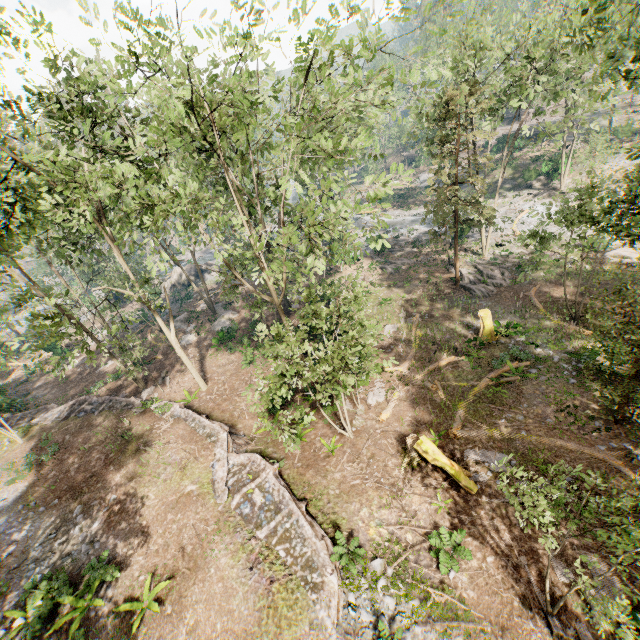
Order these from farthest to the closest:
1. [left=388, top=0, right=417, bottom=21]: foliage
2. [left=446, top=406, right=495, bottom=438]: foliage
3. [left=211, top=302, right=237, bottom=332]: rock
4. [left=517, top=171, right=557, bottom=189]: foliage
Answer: [left=517, top=171, right=557, bottom=189]: foliage → [left=211, top=302, right=237, bottom=332]: rock → [left=446, top=406, right=495, bottom=438]: foliage → [left=388, top=0, right=417, bottom=21]: foliage

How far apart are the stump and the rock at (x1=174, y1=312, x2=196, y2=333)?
27.8m

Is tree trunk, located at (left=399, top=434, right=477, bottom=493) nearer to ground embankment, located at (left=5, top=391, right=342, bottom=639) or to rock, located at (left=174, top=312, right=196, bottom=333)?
ground embankment, located at (left=5, top=391, right=342, bottom=639)

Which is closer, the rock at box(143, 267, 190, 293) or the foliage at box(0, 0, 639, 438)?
the foliage at box(0, 0, 639, 438)

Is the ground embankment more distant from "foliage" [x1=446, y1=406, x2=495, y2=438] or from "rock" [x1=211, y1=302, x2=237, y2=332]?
"rock" [x1=211, y1=302, x2=237, y2=332]

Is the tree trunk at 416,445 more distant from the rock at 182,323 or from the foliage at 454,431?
the rock at 182,323

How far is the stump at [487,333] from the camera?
20.5 meters

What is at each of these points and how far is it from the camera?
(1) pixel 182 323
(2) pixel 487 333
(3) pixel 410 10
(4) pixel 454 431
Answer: (1) rock, 35.2m
(2) stump, 20.7m
(3) foliage, 8.4m
(4) foliage, 15.5m
